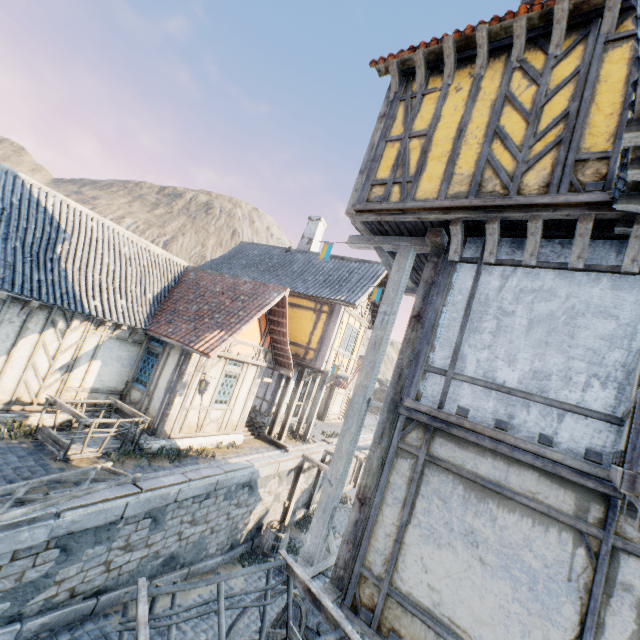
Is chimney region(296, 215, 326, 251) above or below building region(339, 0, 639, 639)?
above

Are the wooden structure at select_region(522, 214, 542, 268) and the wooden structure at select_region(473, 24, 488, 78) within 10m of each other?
yes

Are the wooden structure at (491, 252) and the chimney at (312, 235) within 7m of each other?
no

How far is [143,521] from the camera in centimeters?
756cm

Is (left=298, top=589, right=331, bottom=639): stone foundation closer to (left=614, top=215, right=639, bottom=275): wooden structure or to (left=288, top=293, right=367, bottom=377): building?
(left=614, top=215, right=639, bottom=275): wooden structure

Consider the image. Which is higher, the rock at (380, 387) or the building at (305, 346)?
the building at (305, 346)

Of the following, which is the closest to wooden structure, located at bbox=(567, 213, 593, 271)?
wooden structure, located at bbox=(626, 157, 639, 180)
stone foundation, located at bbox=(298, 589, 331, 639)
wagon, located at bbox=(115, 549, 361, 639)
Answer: wooden structure, located at bbox=(626, 157, 639, 180)

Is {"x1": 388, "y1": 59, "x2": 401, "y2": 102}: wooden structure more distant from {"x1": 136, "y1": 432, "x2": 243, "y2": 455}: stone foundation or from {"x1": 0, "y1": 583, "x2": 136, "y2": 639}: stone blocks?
{"x1": 136, "y1": 432, "x2": 243, "y2": 455}: stone foundation
